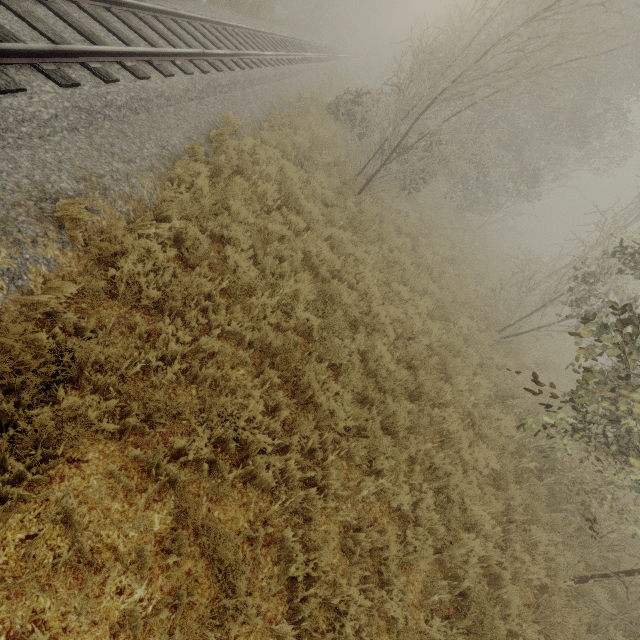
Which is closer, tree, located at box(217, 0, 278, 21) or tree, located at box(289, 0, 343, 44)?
tree, located at box(217, 0, 278, 21)

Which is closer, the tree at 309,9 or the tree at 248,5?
the tree at 248,5

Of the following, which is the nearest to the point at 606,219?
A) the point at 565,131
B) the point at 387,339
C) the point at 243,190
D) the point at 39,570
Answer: the point at 387,339
